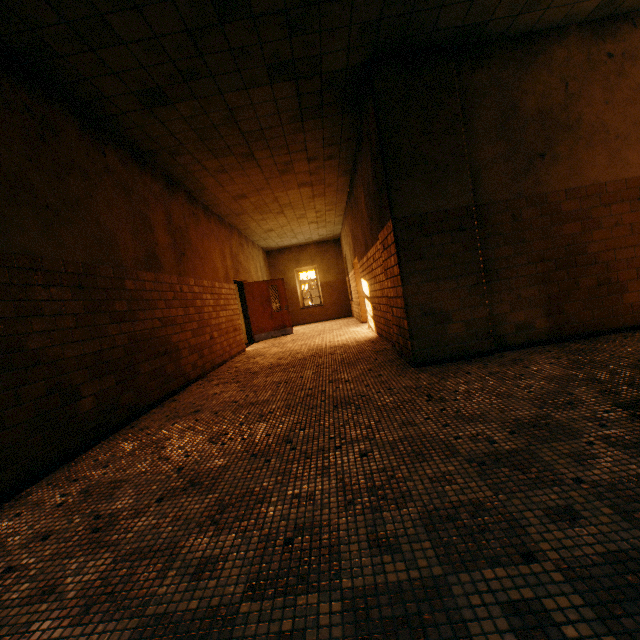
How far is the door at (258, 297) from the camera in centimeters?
1118cm

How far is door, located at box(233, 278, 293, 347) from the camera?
11.2m

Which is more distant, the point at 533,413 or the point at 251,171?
the point at 251,171
